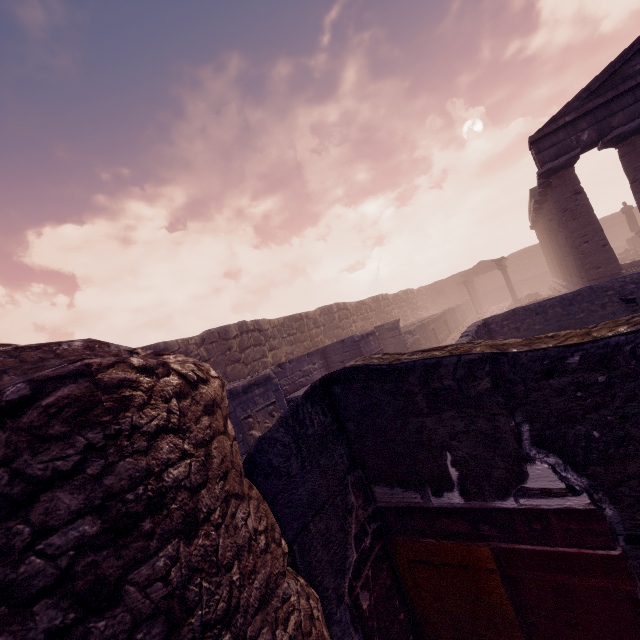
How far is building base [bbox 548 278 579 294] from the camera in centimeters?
1839cm

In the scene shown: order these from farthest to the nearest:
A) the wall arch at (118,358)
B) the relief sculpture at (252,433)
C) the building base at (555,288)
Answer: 1. the building base at (555,288)
2. the relief sculpture at (252,433)
3. the wall arch at (118,358)

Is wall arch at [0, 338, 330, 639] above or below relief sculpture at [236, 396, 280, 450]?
above

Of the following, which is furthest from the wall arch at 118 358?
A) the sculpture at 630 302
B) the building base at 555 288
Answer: the building base at 555 288

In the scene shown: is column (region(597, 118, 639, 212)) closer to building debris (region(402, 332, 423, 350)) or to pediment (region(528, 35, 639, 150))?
pediment (region(528, 35, 639, 150))

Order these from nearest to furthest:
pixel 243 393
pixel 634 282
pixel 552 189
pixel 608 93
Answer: pixel 243 393
pixel 634 282
pixel 608 93
pixel 552 189

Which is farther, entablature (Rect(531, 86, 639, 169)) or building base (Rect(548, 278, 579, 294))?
building base (Rect(548, 278, 579, 294))

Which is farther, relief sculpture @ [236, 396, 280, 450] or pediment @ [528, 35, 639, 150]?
pediment @ [528, 35, 639, 150]
